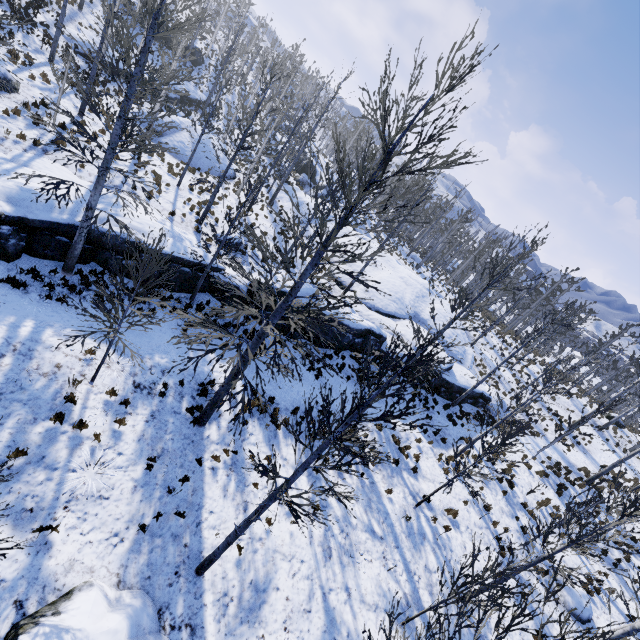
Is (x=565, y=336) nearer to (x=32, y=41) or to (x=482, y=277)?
(x=482, y=277)

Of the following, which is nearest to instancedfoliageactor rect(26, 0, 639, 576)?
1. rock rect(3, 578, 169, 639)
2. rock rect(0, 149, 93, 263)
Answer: rock rect(0, 149, 93, 263)

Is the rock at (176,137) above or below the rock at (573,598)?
above

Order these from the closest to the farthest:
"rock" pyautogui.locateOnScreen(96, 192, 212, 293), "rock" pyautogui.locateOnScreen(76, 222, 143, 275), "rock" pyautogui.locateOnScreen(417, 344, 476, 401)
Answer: "rock" pyautogui.locateOnScreen(76, 222, 143, 275) → "rock" pyautogui.locateOnScreen(96, 192, 212, 293) → "rock" pyautogui.locateOnScreen(417, 344, 476, 401)

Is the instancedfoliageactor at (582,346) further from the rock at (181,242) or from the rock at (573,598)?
the rock at (573,598)

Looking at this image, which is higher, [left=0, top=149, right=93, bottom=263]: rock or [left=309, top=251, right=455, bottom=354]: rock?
[left=309, top=251, right=455, bottom=354]: rock

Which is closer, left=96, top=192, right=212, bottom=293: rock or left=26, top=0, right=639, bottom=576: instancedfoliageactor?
left=26, top=0, right=639, bottom=576: instancedfoliageactor
